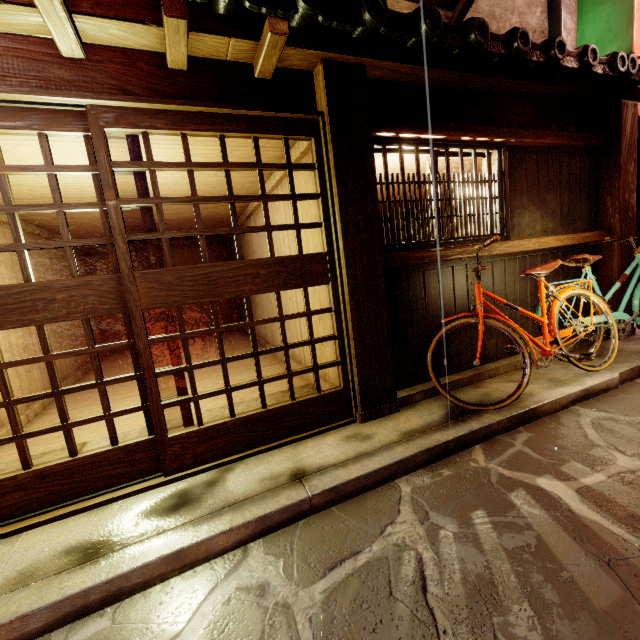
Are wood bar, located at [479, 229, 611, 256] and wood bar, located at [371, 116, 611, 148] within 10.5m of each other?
yes

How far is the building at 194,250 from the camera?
17.20m

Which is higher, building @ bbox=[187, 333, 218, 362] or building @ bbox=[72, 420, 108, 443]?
building @ bbox=[187, 333, 218, 362]

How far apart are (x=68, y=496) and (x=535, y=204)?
10.3m

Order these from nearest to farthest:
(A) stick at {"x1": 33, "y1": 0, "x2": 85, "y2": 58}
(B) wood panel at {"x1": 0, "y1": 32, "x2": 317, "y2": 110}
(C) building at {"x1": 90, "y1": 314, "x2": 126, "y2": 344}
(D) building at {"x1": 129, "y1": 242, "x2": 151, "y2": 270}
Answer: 1. (A) stick at {"x1": 33, "y1": 0, "x2": 85, "y2": 58}
2. (B) wood panel at {"x1": 0, "y1": 32, "x2": 317, "y2": 110}
3. (C) building at {"x1": 90, "y1": 314, "x2": 126, "y2": 344}
4. (D) building at {"x1": 129, "y1": 242, "x2": 151, "y2": 270}

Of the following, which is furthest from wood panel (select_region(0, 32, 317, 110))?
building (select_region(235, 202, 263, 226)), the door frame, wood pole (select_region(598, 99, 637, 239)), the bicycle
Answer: wood pole (select_region(598, 99, 637, 239))

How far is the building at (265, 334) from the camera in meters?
11.3
